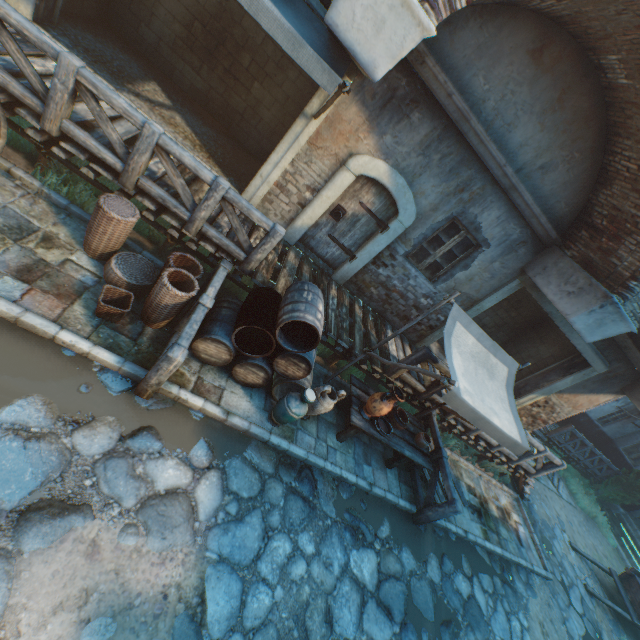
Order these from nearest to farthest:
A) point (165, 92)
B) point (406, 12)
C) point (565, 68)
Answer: point (406, 12) < point (565, 68) < point (165, 92)

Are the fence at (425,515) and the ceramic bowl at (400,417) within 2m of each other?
yes

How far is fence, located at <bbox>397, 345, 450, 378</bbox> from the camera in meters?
6.3 m

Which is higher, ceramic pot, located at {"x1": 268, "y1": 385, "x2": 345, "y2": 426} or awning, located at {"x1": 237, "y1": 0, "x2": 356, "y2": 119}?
awning, located at {"x1": 237, "y1": 0, "x2": 356, "y2": 119}

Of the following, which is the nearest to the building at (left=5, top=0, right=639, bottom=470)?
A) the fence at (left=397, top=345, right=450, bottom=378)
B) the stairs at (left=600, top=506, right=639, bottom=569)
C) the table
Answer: the stairs at (left=600, top=506, right=639, bottom=569)

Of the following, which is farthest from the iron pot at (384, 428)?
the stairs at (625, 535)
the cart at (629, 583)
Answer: the stairs at (625, 535)

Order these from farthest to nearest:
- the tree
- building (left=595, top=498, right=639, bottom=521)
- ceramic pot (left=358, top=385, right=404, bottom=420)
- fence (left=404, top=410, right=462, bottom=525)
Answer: building (left=595, top=498, right=639, bottom=521), the tree, fence (left=404, top=410, right=462, bottom=525), ceramic pot (left=358, top=385, right=404, bottom=420)

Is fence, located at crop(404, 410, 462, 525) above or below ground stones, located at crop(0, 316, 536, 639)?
above
